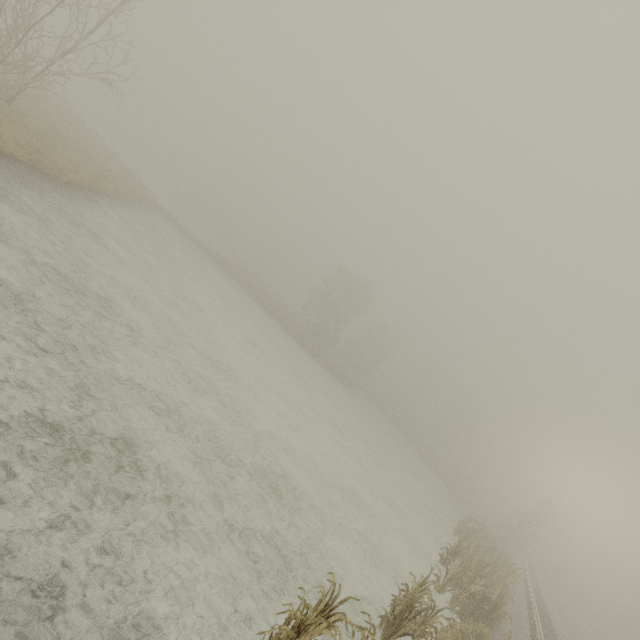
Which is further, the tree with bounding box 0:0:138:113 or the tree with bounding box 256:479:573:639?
the tree with bounding box 0:0:138:113

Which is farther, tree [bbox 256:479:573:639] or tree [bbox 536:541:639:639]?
tree [bbox 536:541:639:639]

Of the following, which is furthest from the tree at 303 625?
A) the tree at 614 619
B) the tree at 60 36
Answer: the tree at 614 619

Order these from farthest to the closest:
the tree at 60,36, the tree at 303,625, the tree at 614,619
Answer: the tree at 614,619 < the tree at 60,36 < the tree at 303,625

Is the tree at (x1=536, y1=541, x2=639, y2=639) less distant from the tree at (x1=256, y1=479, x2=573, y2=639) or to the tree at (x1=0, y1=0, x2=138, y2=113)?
the tree at (x1=256, y1=479, x2=573, y2=639)

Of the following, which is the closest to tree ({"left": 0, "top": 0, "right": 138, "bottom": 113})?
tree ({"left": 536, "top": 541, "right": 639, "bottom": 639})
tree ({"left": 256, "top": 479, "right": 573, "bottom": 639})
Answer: tree ({"left": 256, "top": 479, "right": 573, "bottom": 639})

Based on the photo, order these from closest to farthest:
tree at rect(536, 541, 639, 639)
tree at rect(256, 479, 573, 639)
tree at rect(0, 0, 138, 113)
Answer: tree at rect(256, 479, 573, 639), tree at rect(0, 0, 138, 113), tree at rect(536, 541, 639, 639)

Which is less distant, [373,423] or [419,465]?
[373,423]
